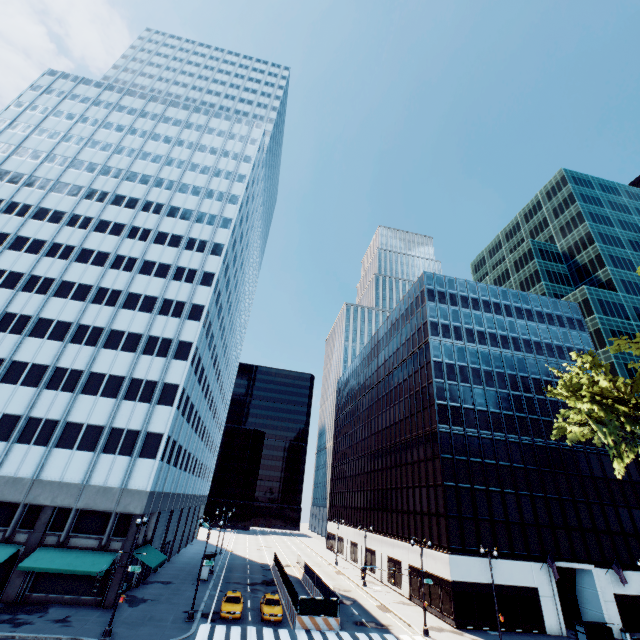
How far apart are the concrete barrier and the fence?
0.0 meters

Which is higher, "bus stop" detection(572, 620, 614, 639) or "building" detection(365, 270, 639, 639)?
"building" detection(365, 270, 639, 639)

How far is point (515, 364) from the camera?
48.66m

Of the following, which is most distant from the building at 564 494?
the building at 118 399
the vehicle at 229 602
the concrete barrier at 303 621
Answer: the building at 118 399

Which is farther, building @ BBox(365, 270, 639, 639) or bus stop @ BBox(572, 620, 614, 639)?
building @ BBox(365, 270, 639, 639)

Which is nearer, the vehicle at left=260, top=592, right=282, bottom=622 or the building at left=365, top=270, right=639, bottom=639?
the vehicle at left=260, top=592, right=282, bottom=622

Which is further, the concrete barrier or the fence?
the fence

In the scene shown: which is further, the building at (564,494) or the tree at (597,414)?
the building at (564,494)
